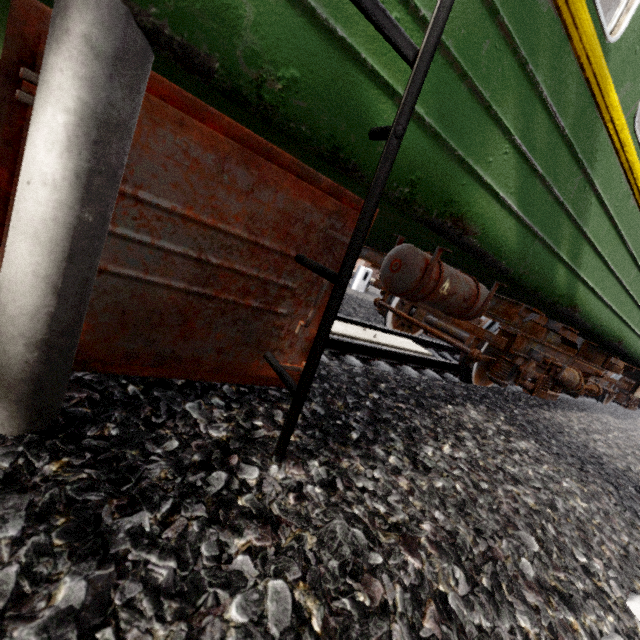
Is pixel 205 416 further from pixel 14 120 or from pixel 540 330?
pixel 540 330

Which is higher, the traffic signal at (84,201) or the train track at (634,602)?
the traffic signal at (84,201)

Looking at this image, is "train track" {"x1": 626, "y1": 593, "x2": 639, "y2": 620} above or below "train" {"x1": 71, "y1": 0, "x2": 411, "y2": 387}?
below

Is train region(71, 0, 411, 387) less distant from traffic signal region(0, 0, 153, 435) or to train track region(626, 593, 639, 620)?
traffic signal region(0, 0, 153, 435)

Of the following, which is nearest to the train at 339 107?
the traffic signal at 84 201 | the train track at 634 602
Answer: the traffic signal at 84 201

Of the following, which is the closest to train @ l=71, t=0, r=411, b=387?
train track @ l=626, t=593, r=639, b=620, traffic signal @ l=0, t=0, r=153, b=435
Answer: traffic signal @ l=0, t=0, r=153, b=435
